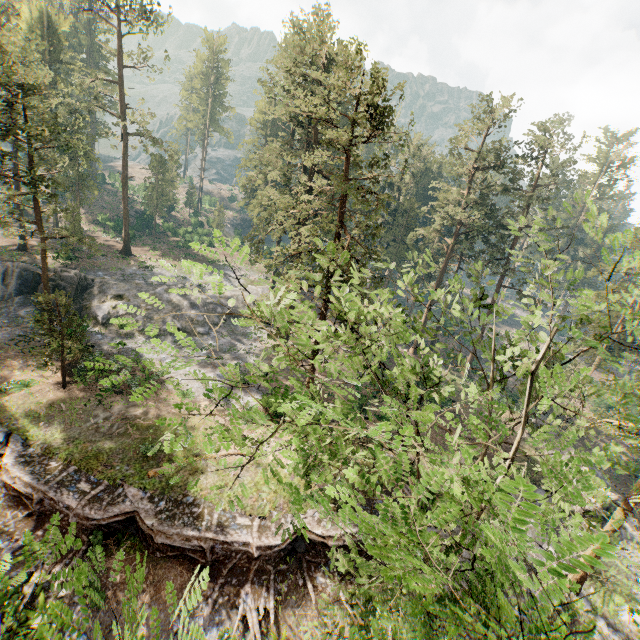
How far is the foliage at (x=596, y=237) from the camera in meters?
7.8 m

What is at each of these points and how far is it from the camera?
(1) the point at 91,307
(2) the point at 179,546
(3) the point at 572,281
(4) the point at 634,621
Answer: (1) rock, 33.3m
(2) ground embankment, 16.0m
(3) foliage, 8.7m
(4) rock, 19.3m

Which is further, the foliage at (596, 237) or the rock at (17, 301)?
the rock at (17, 301)

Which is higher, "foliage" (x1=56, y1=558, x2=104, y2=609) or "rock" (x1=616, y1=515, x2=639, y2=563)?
"foliage" (x1=56, y1=558, x2=104, y2=609)

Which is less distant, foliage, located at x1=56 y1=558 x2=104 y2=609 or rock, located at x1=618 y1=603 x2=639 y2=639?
foliage, located at x1=56 y1=558 x2=104 y2=609

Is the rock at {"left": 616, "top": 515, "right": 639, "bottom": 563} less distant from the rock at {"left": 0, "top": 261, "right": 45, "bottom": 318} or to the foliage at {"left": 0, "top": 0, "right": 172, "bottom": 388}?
the foliage at {"left": 0, "top": 0, "right": 172, "bottom": 388}

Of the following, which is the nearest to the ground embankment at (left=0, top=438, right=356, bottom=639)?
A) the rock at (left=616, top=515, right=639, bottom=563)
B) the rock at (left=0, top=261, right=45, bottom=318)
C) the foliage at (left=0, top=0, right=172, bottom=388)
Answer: the rock at (left=616, top=515, right=639, bottom=563)
